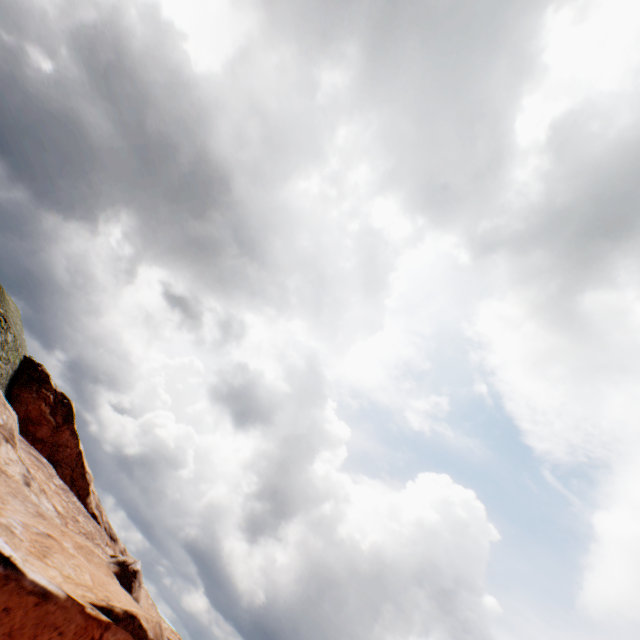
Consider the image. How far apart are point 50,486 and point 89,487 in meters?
21.4 m
